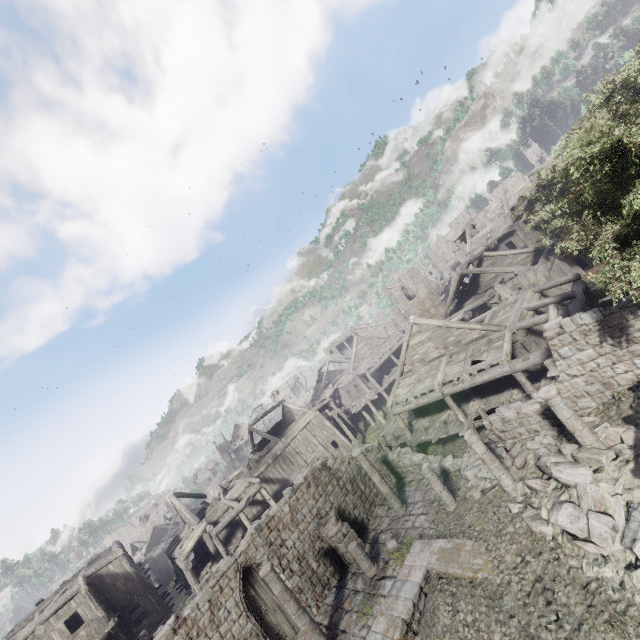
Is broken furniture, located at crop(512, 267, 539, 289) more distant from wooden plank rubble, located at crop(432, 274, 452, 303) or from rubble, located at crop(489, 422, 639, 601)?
wooden plank rubble, located at crop(432, 274, 452, 303)

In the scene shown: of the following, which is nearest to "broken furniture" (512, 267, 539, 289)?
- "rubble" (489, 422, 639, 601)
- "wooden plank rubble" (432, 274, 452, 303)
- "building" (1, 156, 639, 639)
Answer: "building" (1, 156, 639, 639)

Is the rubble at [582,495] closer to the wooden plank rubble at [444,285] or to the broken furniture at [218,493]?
the broken furniture at [218,493]

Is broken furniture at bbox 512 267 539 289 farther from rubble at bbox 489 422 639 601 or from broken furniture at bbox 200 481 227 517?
broken furniture at bbox 200 481 227 517

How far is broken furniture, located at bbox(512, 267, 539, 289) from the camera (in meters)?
20.31

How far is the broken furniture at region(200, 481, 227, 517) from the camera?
27.2 meters

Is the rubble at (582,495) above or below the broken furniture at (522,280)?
below

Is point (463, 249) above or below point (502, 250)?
above
